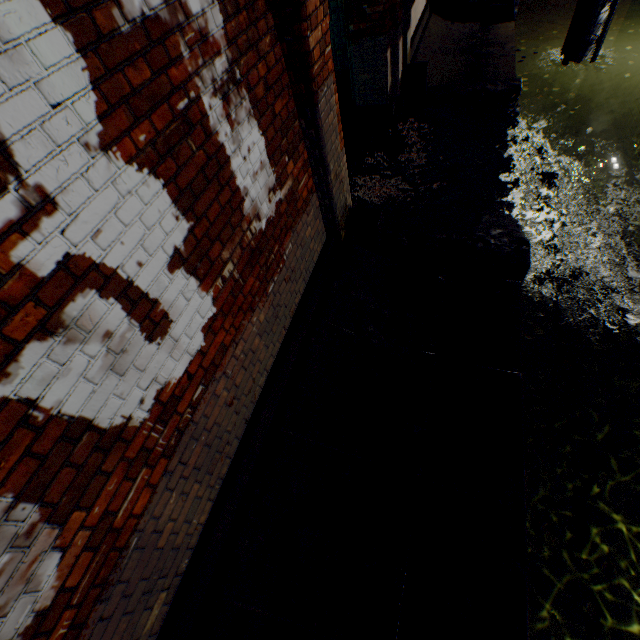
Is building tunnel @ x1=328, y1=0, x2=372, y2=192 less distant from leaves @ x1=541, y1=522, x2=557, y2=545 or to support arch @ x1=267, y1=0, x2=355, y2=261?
support arch @ x1=267, y1=0, x2=355, y2=261

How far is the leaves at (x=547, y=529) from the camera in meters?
3.4 m

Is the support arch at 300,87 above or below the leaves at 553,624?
above

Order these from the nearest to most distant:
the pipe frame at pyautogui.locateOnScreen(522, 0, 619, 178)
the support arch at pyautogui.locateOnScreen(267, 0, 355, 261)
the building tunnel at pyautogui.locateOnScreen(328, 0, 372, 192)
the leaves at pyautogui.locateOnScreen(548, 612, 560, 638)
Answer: the support arch at pyautogui.locateOnScreen(267, 0, 355, 261)
the leaves at pyautogui.locateOnScreen(548, 612, 560, 638)
the building tunnel at pyautogui.locateOnScreen(328, 0, 372, 192)
the pipe frame at pyautogui.locateOnScreen(522, 0, 619, 178)

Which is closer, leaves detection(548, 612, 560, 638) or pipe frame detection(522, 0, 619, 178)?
leaves detection(548, 612, 560, 638)

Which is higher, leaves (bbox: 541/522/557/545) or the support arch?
the support arch

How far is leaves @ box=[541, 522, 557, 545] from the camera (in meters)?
3.38

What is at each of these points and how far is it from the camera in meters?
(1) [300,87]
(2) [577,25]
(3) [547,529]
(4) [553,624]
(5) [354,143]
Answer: (1) support arch, 2.6 m
(2) pipe frame, 8.4 m
(3) leaves, 3.5 m
(4) leaves, 3.0 m
(5) building tunnel, 6.7 m
